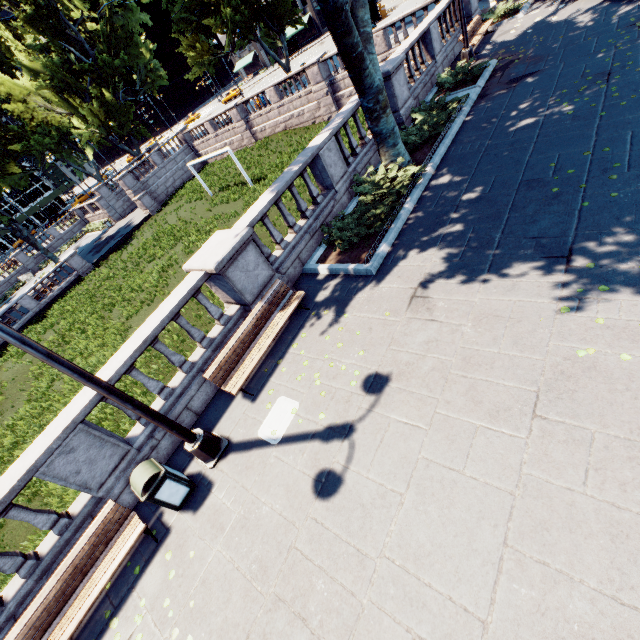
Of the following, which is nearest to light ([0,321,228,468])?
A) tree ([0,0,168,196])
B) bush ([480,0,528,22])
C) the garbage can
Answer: the garbage can

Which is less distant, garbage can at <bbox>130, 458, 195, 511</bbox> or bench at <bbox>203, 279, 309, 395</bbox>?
garbage can at <bbox>130, 458, 195, 511</bbox>

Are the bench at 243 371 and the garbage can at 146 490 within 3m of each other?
yes

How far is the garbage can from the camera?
5.5m

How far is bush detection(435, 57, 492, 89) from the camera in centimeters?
1272cm

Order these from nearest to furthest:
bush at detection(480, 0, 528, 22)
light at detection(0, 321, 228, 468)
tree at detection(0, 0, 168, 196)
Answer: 1. light at detection(0, 321, 228, 468)
2. bush at detection(480, 0, 528, 22)
3. tree at detection(0, 0, 168, 196)

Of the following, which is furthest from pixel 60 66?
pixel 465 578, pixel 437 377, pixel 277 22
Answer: pixel 465 578

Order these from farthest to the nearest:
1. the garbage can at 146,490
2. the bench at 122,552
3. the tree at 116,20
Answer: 1. the tree at 116,20
2. the garbage can at 146,490
3. the bench at 122,552
